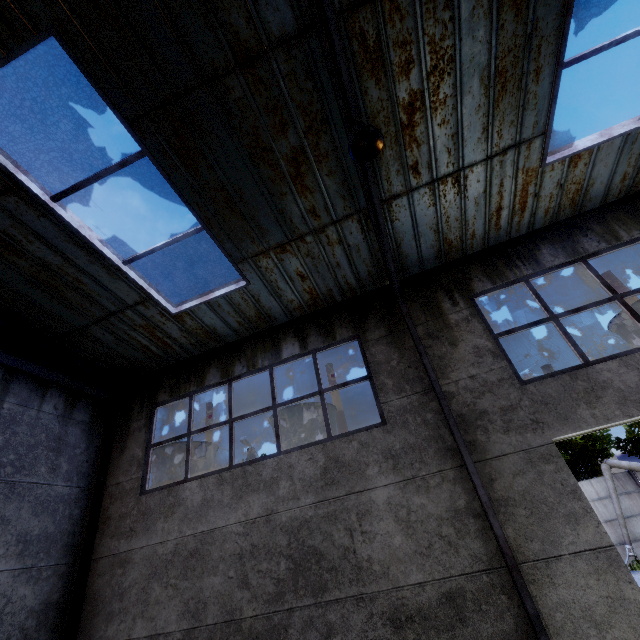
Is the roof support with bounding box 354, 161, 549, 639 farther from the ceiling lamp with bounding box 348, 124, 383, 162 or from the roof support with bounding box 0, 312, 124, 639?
the roof support with bounding box 0, 312, 124, 639

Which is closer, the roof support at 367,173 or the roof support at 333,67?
the roof support at 333,67

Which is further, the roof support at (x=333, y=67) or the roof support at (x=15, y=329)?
the roof support at (x=15, y=329)

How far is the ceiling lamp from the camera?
3.7m

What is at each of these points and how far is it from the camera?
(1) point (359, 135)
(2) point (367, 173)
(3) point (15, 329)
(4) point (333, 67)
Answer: (1) ceiling lamp, 3.8 meters
(2) roof support, 4.4 meters
(3) roof support, 6.7 meters
(4) roof support, 4.2 meters

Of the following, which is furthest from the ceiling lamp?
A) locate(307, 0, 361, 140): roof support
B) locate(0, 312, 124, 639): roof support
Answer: locate(0, 312, 124, 639): roof support

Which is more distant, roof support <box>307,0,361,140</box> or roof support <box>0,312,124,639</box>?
roof support <box>0,312,124,639</box>

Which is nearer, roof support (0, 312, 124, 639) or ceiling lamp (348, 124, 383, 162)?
ceiling lamp (348, 124, 383, 162)
